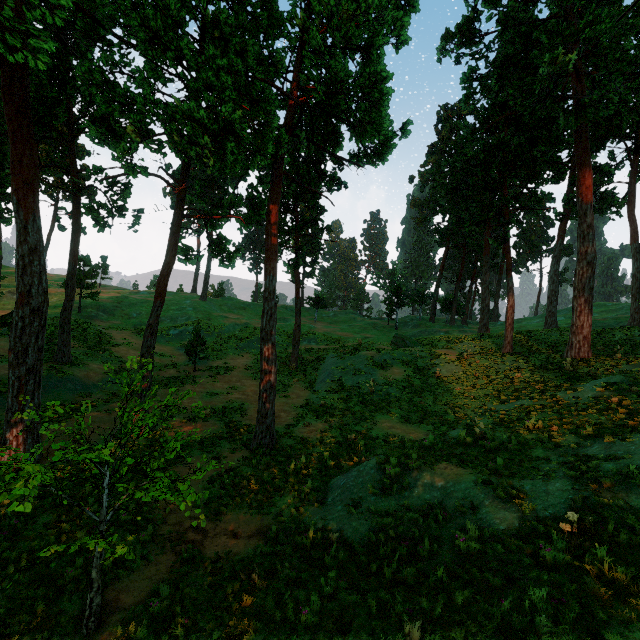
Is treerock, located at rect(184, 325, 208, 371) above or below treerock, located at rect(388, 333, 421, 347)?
below

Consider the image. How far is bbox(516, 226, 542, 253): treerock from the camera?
57.03m

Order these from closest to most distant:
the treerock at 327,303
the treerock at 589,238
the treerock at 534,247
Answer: the treerock at 589,238 < the treerock at 327,303 < the treerock at 534,247

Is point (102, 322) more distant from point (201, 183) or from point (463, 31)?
point (463, 31)

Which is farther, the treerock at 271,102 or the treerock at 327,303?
the treerock at 327,303

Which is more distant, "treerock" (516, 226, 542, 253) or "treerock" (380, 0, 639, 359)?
"treerock" (516, 226, 542, 253)

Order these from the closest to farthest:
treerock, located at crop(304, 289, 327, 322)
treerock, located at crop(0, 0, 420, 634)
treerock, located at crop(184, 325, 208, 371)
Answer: treerock, located at crop(0, 0, 420, 634) → treerock, located at crop(184, 325, 208, 371) → treerock, located at crop(304, 289, 327, 322)
